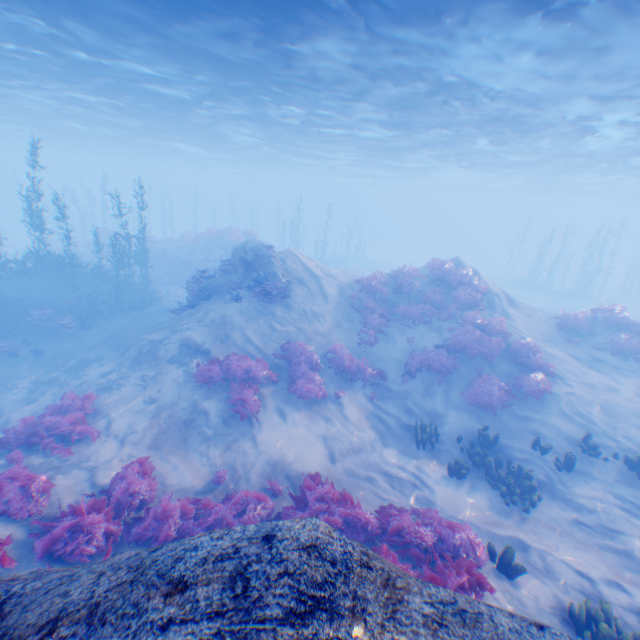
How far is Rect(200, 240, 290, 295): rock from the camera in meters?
15.6

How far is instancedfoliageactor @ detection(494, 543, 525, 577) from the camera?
6.58m

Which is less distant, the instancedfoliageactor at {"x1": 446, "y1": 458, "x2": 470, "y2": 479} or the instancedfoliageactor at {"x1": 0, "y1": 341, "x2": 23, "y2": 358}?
the instancedfoliageactor at {"x1": 446, "y1": 458, "x2": 470, "y2": 479}

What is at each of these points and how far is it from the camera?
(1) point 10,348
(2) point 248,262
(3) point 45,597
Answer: (1) instancedfoliageactor, 14.5 meters
(2) rock, 16.2 meters
(3) rock, 2.8 meters

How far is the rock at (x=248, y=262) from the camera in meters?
15.6 m

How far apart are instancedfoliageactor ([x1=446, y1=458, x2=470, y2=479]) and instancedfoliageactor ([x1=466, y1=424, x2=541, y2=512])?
0.5 meters

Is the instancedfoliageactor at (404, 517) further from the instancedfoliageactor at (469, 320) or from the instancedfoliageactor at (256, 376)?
the instancedfoliageactor at (469, 320)

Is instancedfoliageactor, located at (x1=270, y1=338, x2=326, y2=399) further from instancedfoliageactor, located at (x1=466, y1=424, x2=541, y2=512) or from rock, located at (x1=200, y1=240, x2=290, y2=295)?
instancedfoliageactor, located at (x1=466, y1=424, x2=541, y2=512)
